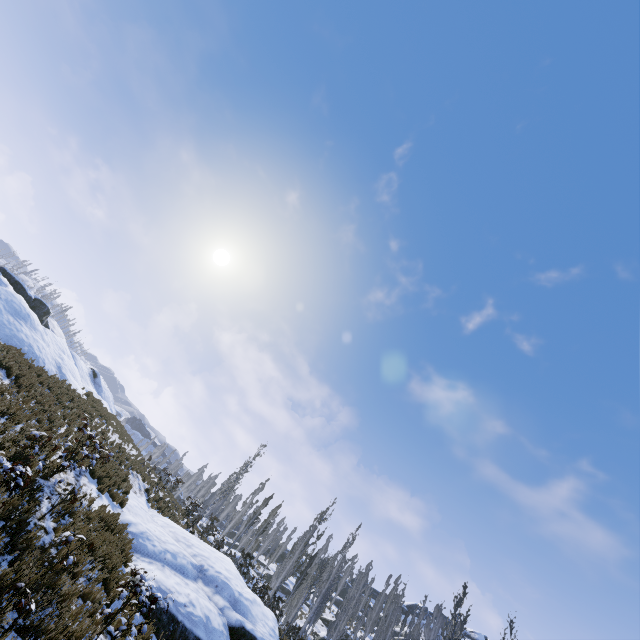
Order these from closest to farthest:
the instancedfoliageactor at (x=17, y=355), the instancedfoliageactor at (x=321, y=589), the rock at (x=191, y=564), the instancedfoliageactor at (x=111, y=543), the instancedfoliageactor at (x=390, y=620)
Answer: the instancedfoliageactor at (x=111, y=543), the rock at (x=191, y=564), the instancedfoliageactor at (x=17, y=355), the instancedfoliageactor at (x=321, y=589), the instancedfoliageactor at (x=390, y=620)

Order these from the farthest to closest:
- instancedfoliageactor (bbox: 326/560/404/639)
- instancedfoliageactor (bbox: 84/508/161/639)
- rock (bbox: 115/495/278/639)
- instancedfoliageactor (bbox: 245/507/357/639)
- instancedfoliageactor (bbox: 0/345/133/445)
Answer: instancedfoliageactor (bbox: 326/560/404/639)
instancedfoliageactor (bbox: 245/507/357/639)
instancedfoliageactor (bbox: 0/345/133/445)
rock (bbox: 115/495/278/639)
instancedfoliageactor (bbox: 84/508/161/639)

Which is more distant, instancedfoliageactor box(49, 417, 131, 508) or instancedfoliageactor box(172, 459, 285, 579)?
instancedfoliageactor box(172, 459, 285, 579)

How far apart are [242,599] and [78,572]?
8.4m

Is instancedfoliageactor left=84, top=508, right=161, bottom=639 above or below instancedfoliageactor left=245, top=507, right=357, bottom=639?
below

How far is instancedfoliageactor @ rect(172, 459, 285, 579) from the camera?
22.84m

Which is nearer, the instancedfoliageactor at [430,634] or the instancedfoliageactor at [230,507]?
the instancedfoliageactor at [430,634]
